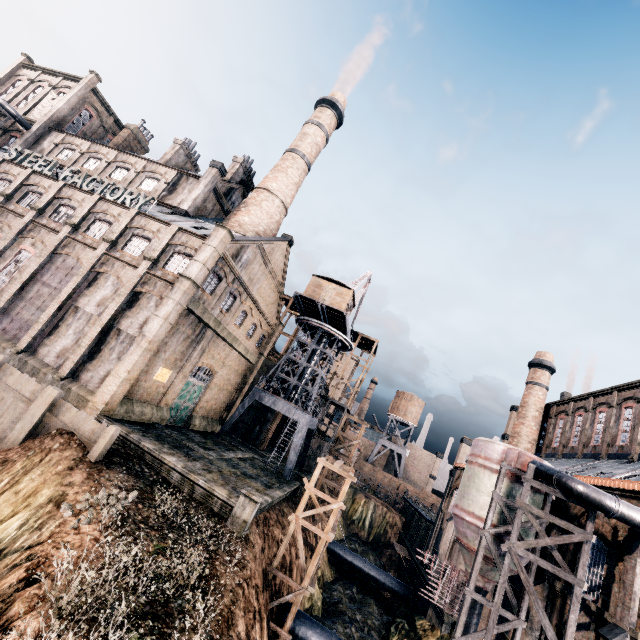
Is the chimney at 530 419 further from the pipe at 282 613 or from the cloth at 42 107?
the cloth at 42 107

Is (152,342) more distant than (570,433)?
No

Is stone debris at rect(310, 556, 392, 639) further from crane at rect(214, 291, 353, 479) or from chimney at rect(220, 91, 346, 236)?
chimney at rect(220, 91, 346, 236)

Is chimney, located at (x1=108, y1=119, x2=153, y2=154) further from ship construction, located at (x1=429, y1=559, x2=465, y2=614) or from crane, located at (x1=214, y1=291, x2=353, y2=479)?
ship construction, located at (x1=429, y1=559, x2=465, y2=614)

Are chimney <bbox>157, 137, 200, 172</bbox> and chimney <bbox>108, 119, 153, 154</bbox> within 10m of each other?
yes

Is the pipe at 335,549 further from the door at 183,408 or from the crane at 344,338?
the door at 183,408

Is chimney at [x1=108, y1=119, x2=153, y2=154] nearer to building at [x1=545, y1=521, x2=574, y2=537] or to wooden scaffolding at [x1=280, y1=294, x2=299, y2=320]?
building at [x1=545, y1=521, x2=574, y2=537]

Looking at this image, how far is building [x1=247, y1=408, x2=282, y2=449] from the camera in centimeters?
4412cm
